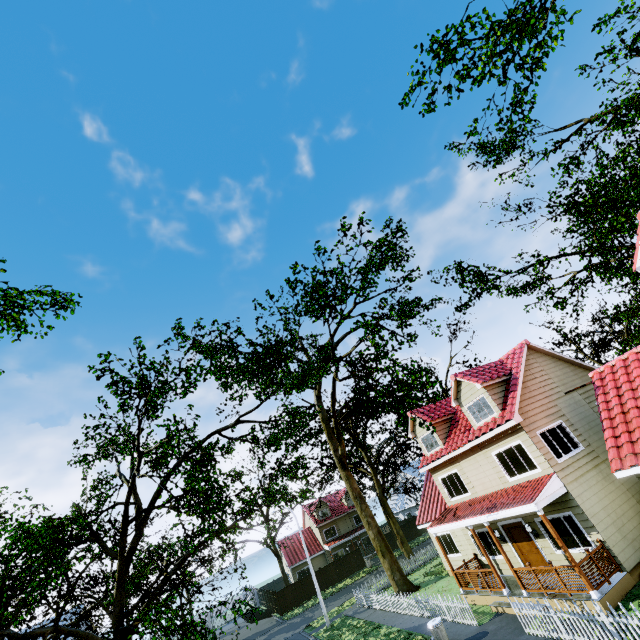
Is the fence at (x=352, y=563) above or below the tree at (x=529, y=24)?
below

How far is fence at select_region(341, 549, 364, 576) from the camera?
39.84m

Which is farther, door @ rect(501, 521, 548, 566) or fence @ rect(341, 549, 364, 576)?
fence @ rect(341, 549, 364, 576)

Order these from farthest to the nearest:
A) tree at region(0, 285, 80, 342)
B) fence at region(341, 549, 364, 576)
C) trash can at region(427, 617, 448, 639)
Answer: fence at region(341, 549, 364, 576)
tree at region(0, 285, 80, 342)
trash can at region(427, 617, 448, 639)

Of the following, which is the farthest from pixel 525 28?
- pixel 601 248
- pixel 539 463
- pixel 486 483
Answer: pixel 486 483

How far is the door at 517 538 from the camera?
14.6m

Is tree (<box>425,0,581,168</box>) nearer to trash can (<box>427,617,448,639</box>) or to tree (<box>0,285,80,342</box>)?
tree (<box>0,285,80,342</box>)
